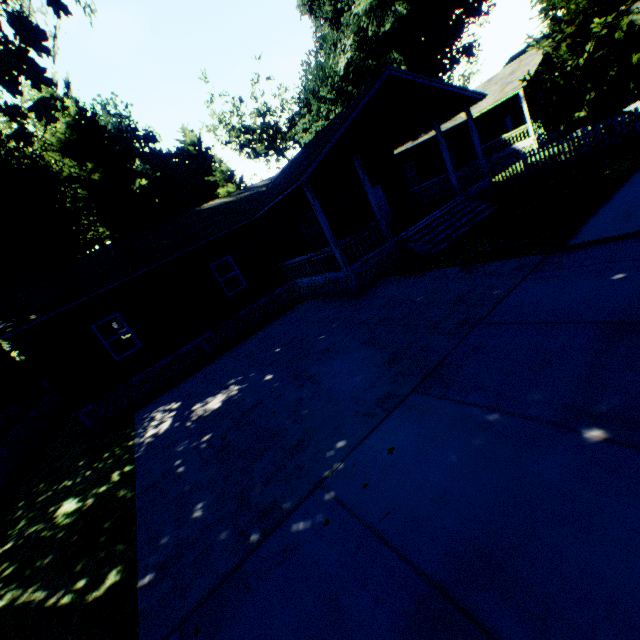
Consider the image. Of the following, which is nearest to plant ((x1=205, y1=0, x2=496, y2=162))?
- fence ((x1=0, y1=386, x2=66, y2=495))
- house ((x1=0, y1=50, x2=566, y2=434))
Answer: fence ((x1=0, y1=386, x2=66, y2=495))

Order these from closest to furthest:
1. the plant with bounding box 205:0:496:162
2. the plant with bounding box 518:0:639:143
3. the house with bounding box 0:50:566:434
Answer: the house with bounding box 0:50:566:434, the plant with bounding box 518:0:639:143, the plant with bounding box 205:0:496:162

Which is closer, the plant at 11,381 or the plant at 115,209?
the plant at 115,209

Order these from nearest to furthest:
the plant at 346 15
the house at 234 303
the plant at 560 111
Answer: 1. the house at 234 303
2. the plant at 560 111
3. the plant at 346 15

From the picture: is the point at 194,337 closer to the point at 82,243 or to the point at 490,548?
the point at 490,548

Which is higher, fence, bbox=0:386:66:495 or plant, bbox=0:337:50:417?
plant, bbox=0:337:50:417

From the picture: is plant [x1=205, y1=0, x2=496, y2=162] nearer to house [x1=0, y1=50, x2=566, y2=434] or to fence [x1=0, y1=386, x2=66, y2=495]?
fence [x1=0, y1=386, x2=66, y2=495]
